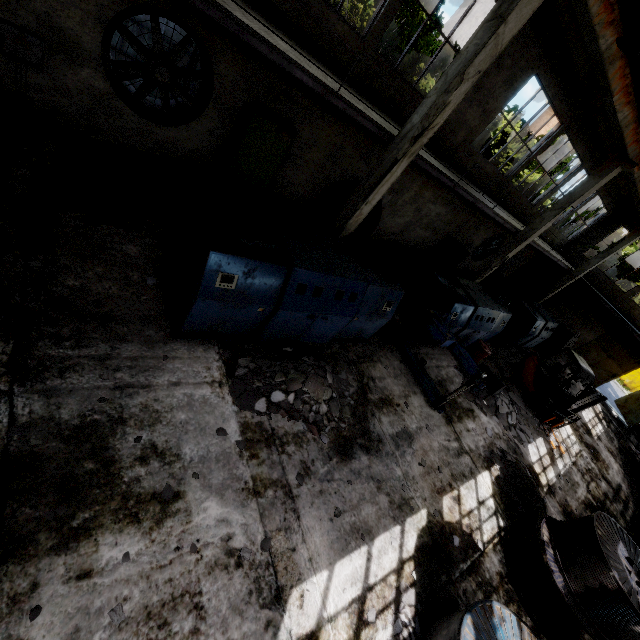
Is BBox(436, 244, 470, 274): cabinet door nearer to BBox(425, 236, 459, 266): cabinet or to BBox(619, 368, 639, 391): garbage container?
BBox(425, 236, 459, 266): cabinet

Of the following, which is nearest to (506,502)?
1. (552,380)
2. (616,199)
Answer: (552,380)

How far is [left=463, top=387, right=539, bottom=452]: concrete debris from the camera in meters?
10.7

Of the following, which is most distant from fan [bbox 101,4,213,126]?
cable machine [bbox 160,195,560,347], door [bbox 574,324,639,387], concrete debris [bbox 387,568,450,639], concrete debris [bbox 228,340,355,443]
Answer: door [bbox 574,324,639,387]

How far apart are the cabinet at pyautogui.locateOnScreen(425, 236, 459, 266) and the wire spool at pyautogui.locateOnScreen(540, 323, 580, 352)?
7.89m

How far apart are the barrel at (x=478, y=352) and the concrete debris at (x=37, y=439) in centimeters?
1151cm

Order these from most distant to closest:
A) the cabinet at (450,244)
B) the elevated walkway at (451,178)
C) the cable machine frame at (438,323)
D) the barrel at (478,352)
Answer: the cabinet at (450,244) → the barrel at (478,352) → the elevated walkway at (451,178) → the cable machine frame at (438,323)

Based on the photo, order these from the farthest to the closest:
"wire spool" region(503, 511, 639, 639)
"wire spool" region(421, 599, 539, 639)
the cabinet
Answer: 1. the cabinet
2. "wire spool" region(503, 511, 639, 639)
3. "wire spool" region(421, 599, 539, 639)
